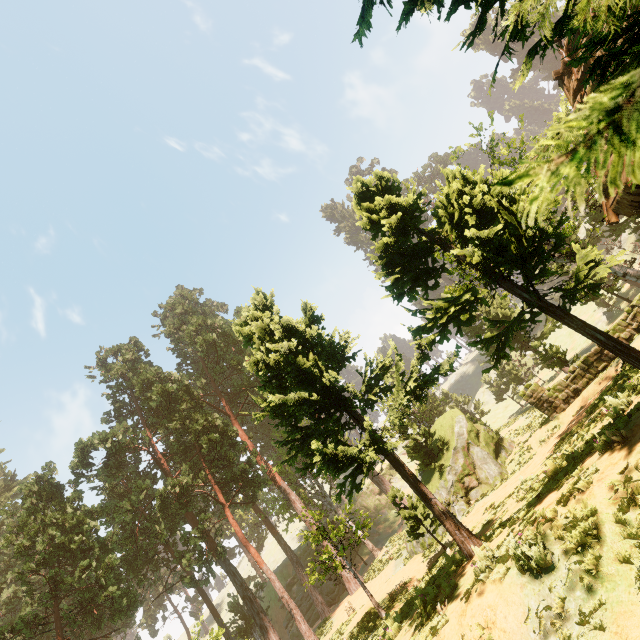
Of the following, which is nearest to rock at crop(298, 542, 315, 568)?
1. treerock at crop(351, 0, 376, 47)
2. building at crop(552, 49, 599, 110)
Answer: treerock at crop(351, 0, 376, 47)

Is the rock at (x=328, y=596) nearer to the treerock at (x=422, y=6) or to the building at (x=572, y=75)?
the treerock at (x=422, y=6)

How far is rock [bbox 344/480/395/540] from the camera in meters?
47.6

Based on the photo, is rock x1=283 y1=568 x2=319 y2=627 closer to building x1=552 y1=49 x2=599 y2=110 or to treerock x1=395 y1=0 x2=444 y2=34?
treerock x1=395 y1=0 x2=444 y2=34

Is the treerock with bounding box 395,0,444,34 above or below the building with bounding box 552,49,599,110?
below

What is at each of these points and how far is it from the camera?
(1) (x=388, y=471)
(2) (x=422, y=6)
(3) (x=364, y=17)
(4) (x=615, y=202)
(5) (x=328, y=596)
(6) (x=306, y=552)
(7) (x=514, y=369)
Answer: (1) rock, 56.5m
(2) treerock, 2.1m
(3) treerock, 2.0m
(4) building, 10.0m
(5) rock, 38.7m
(6) rock, 43.4m
(7) treerock, 38.1m
